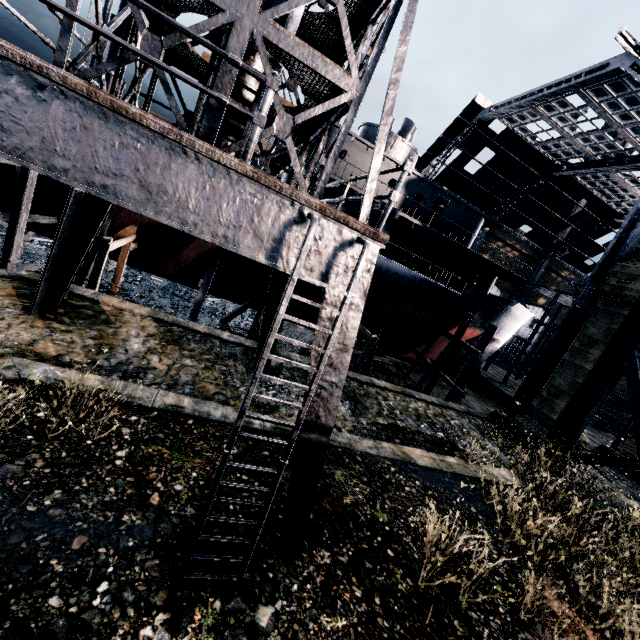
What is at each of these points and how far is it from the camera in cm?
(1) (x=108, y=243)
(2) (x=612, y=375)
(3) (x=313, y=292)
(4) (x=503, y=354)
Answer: (1) wooden support structure, 1498
(2) wooden brace, 1582
(3) ship, 2247
(4) building, 5497

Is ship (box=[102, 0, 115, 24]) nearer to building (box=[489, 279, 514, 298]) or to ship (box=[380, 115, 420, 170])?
ship (box=[380, 115, 420, 170])

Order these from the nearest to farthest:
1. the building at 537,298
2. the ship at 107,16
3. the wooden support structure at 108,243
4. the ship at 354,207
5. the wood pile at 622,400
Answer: the wooden support structure at 108,243 → the ship at 107,16 → the ship at 354,207 → the wood pile at 622,400 → the building at 537,298

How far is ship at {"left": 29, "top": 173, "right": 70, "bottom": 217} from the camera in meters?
17.2 m

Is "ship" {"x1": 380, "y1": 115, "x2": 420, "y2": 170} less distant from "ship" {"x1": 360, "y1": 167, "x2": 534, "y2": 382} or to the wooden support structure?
"ship" {"x1": 360, "y1": 167, "x2": 534, "y2": 382}

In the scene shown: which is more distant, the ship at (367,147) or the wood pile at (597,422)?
the wood pile at (597,422)

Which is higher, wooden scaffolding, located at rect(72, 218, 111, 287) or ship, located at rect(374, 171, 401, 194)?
ship, located at rect(374, 171, 401, 194)

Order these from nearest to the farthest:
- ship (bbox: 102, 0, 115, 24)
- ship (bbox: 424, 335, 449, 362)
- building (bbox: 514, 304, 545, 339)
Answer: ship (bbox: 102, 0, 115, 24) < ship (bbox: 424, 335, 449, 362) < building (bbox: 514, 304, 545, 339)
